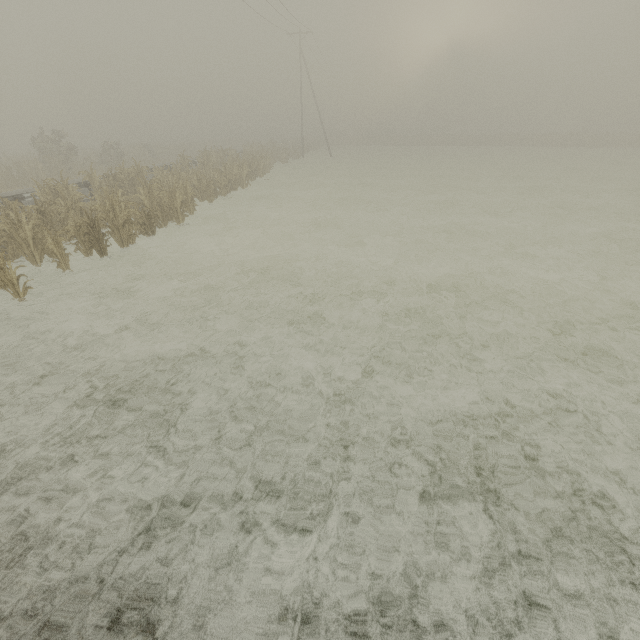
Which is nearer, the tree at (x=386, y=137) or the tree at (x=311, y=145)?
the tree at (x=311, y=145)

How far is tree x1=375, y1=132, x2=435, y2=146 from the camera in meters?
55.0 m

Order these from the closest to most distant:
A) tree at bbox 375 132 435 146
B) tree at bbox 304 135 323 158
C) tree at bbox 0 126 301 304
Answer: tree at bbox 0 126 301 304 < tree at bbox 304 135 323 158 < tree at bbox 375 132 435 146

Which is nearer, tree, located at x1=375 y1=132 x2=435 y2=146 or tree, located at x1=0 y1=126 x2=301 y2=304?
tree, located at x1=0 y1=126 x2=301 y2=304

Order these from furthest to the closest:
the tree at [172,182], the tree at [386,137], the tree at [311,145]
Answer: the tree at [386,137]
the tree at [311,145]
the tree at [172,182]

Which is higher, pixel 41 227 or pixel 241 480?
pixel 41 227
